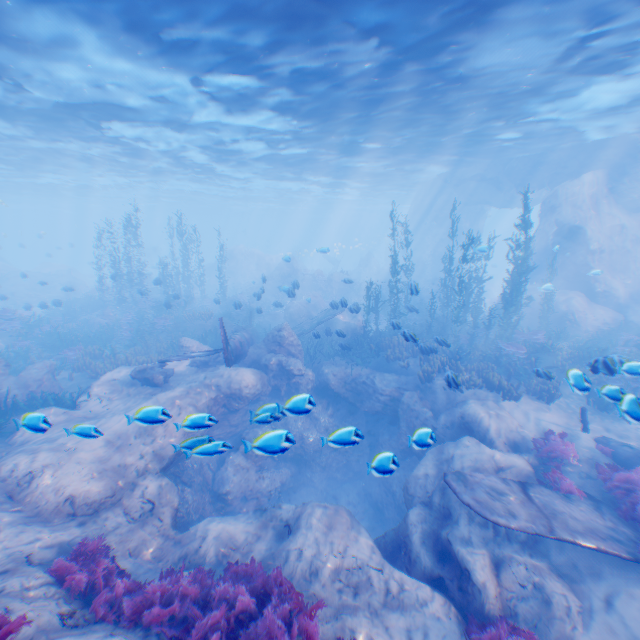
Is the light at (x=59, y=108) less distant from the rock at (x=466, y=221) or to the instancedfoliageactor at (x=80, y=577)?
the rock at (x=466, y=221)

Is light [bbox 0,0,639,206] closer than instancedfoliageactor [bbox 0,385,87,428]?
Yes

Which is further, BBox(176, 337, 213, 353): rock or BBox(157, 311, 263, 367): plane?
BBox(176, 337, 213, 353): rock

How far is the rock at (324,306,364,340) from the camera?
14.87m

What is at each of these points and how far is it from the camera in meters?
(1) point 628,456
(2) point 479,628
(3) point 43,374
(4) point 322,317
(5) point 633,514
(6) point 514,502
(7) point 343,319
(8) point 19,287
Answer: (1) plane, 9.3 m
(2) instancedfoliageactor, 5.6 m
(3) rock, 13.2 m
(4) plane, 19.2 m
(5) instancedfoliageactor, 7.4 m
(6) plane, 7.1 m
(7) rock, 21.7 m
(8) rock, 30.9 m

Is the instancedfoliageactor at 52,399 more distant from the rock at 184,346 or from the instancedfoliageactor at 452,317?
the instancedfoliageactor at 452,317

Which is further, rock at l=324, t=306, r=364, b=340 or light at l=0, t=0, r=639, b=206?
rock at l=324, t=306, r=364, b=340
